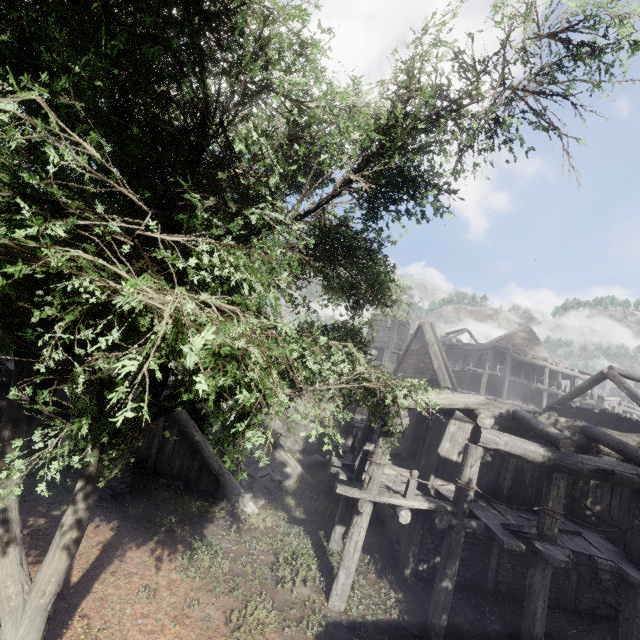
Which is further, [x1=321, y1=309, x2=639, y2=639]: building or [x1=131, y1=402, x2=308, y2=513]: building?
[x1=131, y1=402, x2=308, y2=513]: building

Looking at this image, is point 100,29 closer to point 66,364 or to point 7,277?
point 7,277

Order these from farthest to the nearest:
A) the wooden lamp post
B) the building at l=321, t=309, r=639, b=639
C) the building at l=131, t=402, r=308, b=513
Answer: the building at l=131, t=402, r=308, b=513, the wooden lamp post, the building at l=321, t=309, r=639, b=639

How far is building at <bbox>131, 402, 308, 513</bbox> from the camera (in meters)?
12.49

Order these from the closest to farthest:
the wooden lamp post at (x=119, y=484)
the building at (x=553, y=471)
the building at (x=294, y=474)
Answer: the building at (x=553, y=471), the wooden lamp post at (x=119, y=484), the building at (x=294, y=474)

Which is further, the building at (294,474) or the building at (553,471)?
the building at (294,474)

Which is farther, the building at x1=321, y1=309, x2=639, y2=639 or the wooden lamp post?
the wooden lamp post
